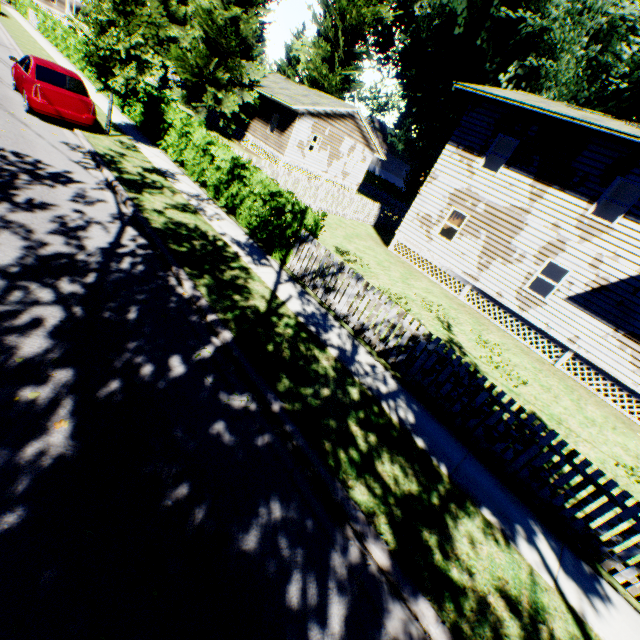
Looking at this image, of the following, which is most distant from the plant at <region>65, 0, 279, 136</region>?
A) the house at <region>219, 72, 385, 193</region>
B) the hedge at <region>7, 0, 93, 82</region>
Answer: the hedge at <region>7, 0, 93, 82</region>

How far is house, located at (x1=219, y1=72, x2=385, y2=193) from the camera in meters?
25.0 m

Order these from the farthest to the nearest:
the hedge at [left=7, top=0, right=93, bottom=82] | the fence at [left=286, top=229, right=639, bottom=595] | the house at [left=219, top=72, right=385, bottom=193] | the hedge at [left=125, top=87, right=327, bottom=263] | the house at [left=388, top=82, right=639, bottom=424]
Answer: the house at [left=219, top=72, right=385, bottom=193] → the hedge at [left=7, top=0, right=93, bottom=82] → the house at [left=388, top=82, right=639, bottom=424] → the hedge at [left=125, top=87, right=327, bottom=263] → the fence at [left=286, top=229, right=639, bottom=595]

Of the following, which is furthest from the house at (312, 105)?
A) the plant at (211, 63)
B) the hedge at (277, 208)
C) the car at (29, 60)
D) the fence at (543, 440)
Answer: the car at (29, 60)

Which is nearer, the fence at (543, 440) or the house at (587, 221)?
the fence at (543, 440)

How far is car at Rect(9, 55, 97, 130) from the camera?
10.5 meters

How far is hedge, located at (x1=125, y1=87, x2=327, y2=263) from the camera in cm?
934

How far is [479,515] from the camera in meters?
4.8 m
